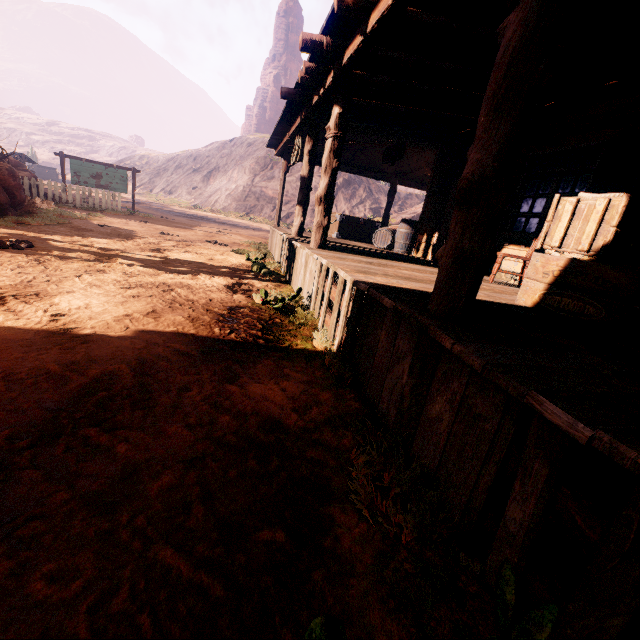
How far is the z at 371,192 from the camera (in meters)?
41.09

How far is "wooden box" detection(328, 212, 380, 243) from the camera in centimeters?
1136cm

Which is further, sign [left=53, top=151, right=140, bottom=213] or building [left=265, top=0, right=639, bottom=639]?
sign [left=53, top=151, right=140, bottom=213]

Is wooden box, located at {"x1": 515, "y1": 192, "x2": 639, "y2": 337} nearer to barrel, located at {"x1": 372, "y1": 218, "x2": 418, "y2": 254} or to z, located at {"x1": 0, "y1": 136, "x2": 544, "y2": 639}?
z, located at {"x1": 0, "y1": 136, "x2": 544, "y2": 639}

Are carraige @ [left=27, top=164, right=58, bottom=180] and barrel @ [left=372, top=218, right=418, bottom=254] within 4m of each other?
no

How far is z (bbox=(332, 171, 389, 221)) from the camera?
41.1m

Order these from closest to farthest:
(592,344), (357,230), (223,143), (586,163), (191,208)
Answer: (592,344), (586,163), (357,230), (191,208), (223,143)

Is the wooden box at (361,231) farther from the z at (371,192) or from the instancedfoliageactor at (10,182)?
the instancedfoliageactor at (10,182)
